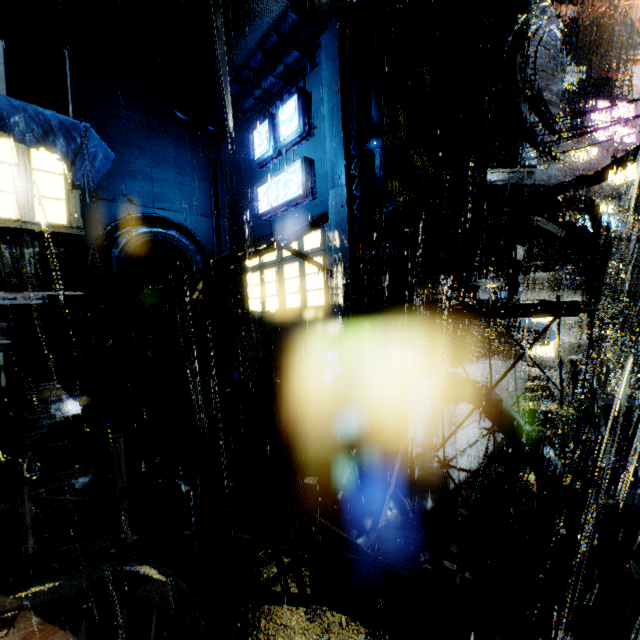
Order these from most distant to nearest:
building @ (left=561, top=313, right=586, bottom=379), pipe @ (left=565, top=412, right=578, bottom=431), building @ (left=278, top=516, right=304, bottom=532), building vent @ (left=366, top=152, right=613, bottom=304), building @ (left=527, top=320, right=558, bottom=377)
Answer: building @ (left=527, top=320, right=558, bottom=377) → building @ (left=561, top=313, right=586, bottom=379) → pipe @ (left=565, top=412, right=578, bottom=431) → building @ (left=278, top=516, right=304, bottom=532) → building vent @ (left=366, top=152, right=613, bottom=304)

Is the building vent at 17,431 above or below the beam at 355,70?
below

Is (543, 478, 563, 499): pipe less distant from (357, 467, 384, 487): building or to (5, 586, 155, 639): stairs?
(357, 467, 384, 487): building

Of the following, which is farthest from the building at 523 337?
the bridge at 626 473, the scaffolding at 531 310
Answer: the scaffolding at 531 310

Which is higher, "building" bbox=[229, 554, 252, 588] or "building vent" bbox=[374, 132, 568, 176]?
"building vent" bbox=[374, 132, 568, 176]

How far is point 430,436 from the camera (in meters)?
10.80

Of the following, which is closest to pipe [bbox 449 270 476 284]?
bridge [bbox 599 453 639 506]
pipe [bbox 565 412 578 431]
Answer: bridge [bbox 599 453 639 506]

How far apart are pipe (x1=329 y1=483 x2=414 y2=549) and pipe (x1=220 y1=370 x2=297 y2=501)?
4.01m
